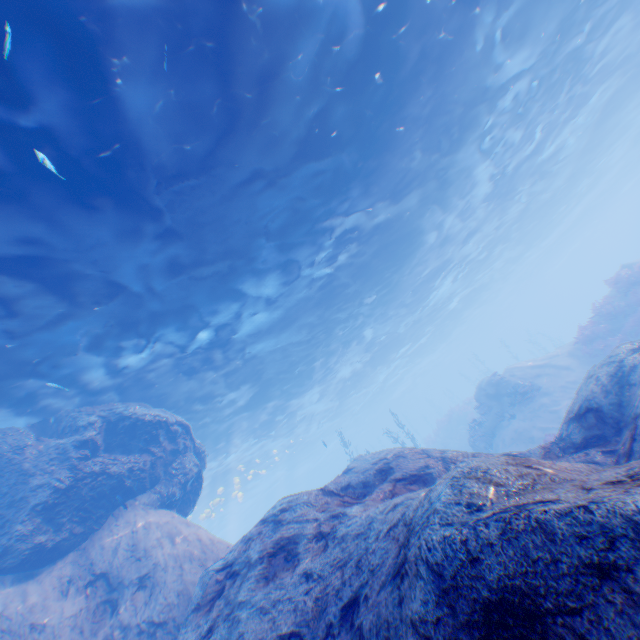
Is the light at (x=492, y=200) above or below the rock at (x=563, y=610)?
above

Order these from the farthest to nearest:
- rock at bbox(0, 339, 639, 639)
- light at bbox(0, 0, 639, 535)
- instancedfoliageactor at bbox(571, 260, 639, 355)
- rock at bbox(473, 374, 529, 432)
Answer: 1. rock at bbox(473, 374, 529, 432)
2. instancedfoliageactor at bbox(571, 260, 639, 355)
3. light at bbox(0, 0, 639, 535)
4. rock at bbox(0, 339, 639, 639)

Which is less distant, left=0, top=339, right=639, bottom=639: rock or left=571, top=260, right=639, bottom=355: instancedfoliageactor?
left=0, top=339, right=639, bottom=639: rock

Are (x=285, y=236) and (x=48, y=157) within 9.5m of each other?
yes

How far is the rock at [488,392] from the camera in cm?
1995

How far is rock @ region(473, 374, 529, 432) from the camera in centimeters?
1995cm

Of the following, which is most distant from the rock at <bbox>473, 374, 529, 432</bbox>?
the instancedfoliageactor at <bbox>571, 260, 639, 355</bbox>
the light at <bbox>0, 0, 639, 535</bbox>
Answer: the instancedfoliageactor at <bbox>571, 260, 639, 355</bbox>

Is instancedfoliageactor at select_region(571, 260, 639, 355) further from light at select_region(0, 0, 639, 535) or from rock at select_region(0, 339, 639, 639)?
light at select_region(0, 0, 639, 535)
